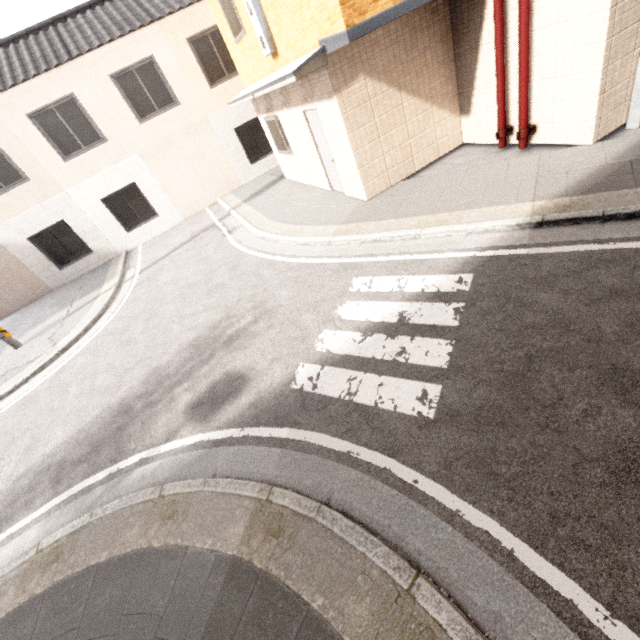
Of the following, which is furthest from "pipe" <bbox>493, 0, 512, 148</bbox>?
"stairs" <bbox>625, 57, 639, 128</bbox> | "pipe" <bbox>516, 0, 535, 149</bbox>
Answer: "stairs" <bbox>625, 57, 639, 128</bbox>

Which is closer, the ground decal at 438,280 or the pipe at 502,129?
the ground decal at 438,280

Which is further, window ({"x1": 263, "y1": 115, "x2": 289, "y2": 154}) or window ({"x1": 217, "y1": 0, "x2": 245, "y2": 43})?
window ({"x1": 263, "y1": 115, "x2": 289, "y2": 154})

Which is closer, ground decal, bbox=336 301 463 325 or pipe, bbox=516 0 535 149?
ground decal, bbox=336 301 463 325

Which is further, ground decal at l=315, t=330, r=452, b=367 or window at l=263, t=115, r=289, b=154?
window at l=263, t=115, r=289, b=154

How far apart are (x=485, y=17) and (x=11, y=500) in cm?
1150

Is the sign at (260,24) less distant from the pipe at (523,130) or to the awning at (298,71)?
the awning at (298,71)

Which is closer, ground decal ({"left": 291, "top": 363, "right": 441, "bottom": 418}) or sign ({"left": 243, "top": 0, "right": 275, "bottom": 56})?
ground decal ({"left": 291, "top": 363, "right": 441, "bottom": 418})
